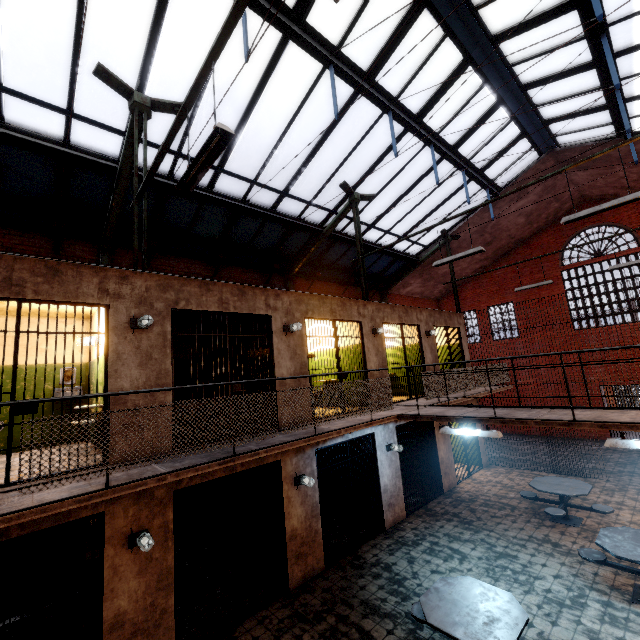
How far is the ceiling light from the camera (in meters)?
3.16

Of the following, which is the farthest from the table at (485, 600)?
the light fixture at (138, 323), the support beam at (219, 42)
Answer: the support beam at (219, 42)

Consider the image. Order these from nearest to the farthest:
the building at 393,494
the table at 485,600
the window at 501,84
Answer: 1. the table at 485,600
2. the building at 393,494
3. the window at 501,84

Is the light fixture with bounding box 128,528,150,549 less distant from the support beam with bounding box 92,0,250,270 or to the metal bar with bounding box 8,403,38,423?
the metal bar with bounding box 8,403,38,423

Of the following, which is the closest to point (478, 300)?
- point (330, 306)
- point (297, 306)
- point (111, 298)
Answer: point (330, 306)

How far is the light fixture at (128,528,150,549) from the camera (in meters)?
4.58

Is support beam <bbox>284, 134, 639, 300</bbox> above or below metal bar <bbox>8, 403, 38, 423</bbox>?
above

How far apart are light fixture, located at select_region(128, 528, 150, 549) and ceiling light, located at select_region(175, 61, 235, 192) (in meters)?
4.79
